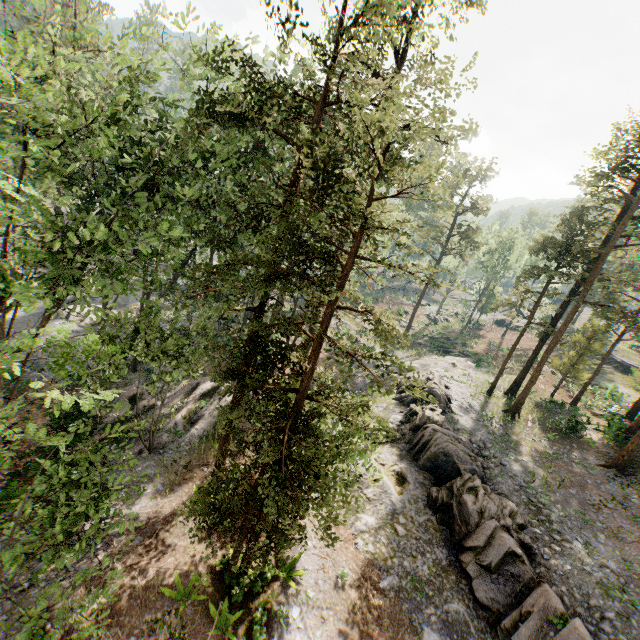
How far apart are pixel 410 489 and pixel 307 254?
17.3 meters

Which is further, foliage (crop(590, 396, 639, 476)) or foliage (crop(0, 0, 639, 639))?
foliage (crop(590, 396, 639, 476))

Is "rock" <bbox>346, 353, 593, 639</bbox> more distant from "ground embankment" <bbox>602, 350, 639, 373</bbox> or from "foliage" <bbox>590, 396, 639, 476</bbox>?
"ground embankment" <bbox>602, 350, 639, 373</bbox>

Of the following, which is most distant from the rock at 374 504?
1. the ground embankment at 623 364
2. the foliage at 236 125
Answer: the ground embankment at 623 364

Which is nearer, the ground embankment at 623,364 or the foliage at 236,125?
the foliage at 236,125

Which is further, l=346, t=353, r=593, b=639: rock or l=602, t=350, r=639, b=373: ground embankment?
l=602, t=350, r=639, b=373: ground embankment

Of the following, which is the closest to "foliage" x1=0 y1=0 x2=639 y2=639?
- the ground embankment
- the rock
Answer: the rock
